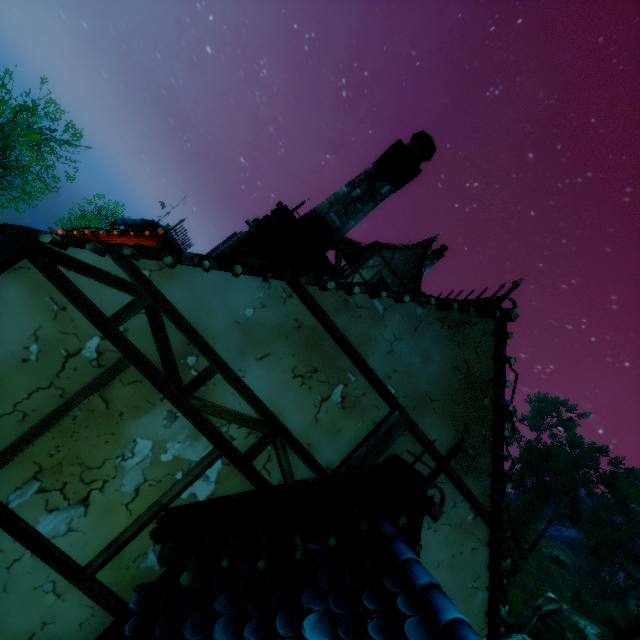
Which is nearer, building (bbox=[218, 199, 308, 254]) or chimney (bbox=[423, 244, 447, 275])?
building (bbox=[218, 199, 308, 254])

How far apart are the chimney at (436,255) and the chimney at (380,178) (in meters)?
11.88

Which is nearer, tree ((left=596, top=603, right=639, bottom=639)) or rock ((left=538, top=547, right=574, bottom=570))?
tree ((left=596, top=603, right=639, bottom=639))

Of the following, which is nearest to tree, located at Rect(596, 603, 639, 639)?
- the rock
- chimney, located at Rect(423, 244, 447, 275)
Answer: the rock

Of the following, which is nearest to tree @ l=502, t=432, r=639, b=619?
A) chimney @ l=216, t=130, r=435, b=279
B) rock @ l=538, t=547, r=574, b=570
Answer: rock @ l=538, t=547, r=574, b=570

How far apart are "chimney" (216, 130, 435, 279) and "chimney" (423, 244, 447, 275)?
11.9 meters

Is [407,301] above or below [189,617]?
above

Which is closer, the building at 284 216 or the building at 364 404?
the building at 364 404
